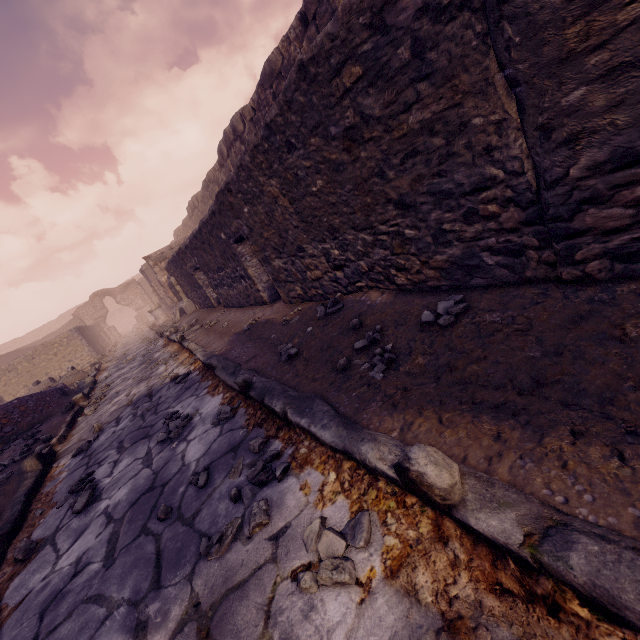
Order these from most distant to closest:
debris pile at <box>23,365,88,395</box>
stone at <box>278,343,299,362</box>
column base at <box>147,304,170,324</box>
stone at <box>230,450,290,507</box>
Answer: column base at <box>147,304,170,324</box> → debris pile at <box>23,365,88,395</box> → stone at <box>278,343,299,362</box> → stone at <box>230,450,290,507</box>

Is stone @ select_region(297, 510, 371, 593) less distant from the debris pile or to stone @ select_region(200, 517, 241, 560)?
stone @ select_region(200, 517, 241, 560)

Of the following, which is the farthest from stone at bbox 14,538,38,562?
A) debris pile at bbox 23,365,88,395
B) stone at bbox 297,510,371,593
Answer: debris pile at bbox 23,365,88,395

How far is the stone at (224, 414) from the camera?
2.7 meters

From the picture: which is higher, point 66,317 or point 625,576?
point 66,317

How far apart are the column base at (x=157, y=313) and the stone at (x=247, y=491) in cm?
1683

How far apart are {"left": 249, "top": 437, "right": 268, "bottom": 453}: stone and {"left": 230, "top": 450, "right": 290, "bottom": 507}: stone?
0.1m

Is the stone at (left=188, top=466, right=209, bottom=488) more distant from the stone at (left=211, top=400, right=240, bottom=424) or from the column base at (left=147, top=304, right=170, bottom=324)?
the column base at (left=147, top=304, right=170, bottom=324)
